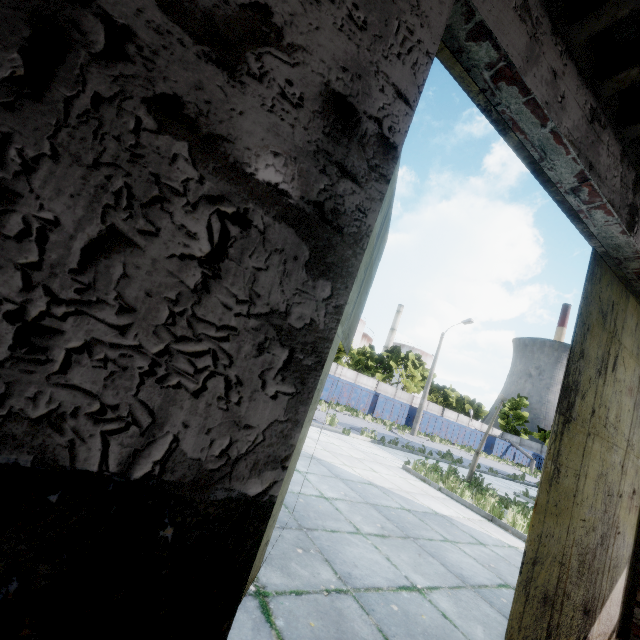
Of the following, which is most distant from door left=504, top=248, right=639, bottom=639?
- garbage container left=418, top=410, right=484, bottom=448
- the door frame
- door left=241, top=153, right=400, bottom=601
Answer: garbage container left=418, top=410, right=484, bottom=448

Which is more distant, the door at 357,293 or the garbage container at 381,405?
the garbage container at 381,405

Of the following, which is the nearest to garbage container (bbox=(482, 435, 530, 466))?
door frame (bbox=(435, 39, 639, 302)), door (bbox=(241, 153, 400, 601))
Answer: door frame (bbox=(435, 39, 639, 302))

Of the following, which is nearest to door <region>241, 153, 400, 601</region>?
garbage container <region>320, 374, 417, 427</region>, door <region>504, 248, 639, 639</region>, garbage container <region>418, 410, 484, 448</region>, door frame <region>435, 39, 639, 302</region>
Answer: door frame <region>435, 39, 639, 302</region>

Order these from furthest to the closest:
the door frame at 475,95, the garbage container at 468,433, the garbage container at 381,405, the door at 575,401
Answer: the garbage container at 468,433, the garbage container at 381,405, the door at 575,401, the door frame at 475,95

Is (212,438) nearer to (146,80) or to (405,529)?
(146,80)

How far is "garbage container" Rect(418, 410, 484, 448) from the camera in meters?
30.8 m

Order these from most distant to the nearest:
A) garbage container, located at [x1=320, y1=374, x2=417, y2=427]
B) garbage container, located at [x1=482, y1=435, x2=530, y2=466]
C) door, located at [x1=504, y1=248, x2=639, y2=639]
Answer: garbage container, located at [x1=482, y1=435, x2=530, y2=466] → garbage container, located at [x1=320, y1=374, x2=417, y2=427] → door, located at [x1=504, y1=248, x2=639, y2=639]
